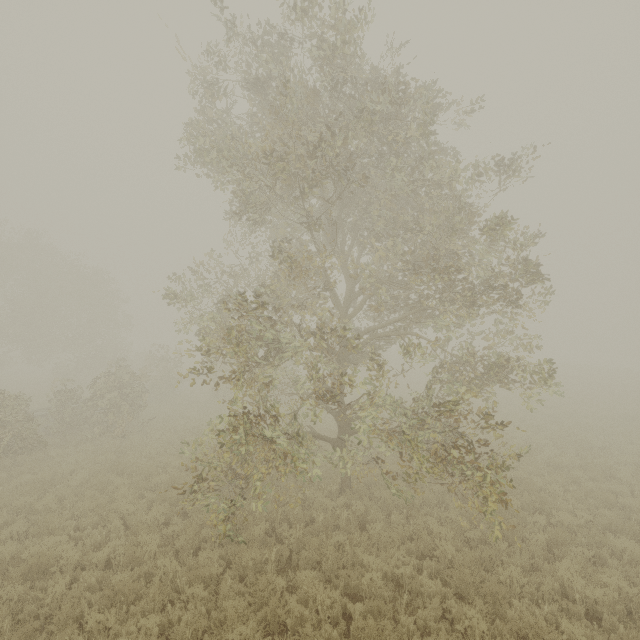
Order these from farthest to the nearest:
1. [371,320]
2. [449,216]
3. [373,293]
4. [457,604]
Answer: [371,320] → [373,293] → [449,216] → [457,604]
